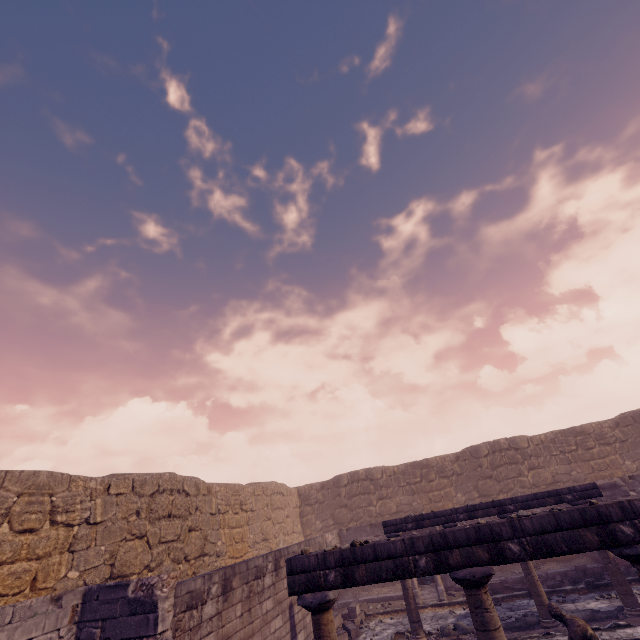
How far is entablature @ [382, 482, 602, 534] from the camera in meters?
8.6

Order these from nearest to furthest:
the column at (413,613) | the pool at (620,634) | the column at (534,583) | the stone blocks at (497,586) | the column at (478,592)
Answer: the column at (478,592) → the pool at (620,634) → the column at (534,583) → the column at (413,613) → the stone blocks at (497,586)

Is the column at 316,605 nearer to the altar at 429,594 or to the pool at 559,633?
the pool at 559,633

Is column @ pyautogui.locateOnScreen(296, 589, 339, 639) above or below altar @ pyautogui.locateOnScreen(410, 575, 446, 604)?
above

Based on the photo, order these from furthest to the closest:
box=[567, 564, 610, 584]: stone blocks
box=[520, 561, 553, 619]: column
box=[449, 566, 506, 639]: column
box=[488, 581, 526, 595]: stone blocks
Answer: box=[488, 581, 526, 595]: stone blocks → box=[567, 564, 610, 584]: stone blocks → box=[520, 561, 553, 619]: column → box=[449, 566, 506, 639]: column

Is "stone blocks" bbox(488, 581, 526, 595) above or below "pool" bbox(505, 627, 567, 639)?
below

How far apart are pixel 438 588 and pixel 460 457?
7.5 meters

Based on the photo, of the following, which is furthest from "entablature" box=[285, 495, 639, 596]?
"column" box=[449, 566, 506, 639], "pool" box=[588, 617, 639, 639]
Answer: "pool" box=[588, 617, 639, 639]
